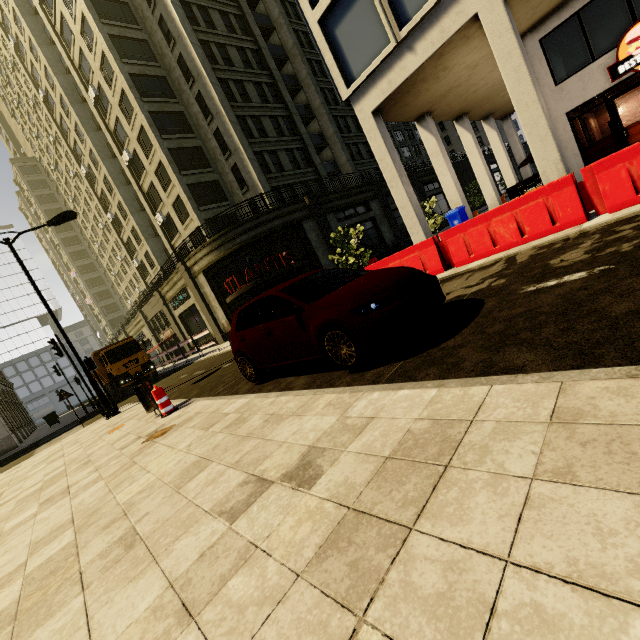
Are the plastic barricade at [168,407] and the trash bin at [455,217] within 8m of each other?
no

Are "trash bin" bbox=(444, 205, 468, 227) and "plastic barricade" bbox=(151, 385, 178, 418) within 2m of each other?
no

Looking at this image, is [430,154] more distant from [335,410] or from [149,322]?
[149,322]

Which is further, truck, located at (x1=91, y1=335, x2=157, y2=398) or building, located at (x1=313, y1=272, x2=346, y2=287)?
building, located at (x1=313, y1=272, x2=346, y2=287)

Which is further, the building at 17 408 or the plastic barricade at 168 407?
the building at 17 408

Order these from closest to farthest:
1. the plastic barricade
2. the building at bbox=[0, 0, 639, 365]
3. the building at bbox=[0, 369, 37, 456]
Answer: the plastic barricade, the building at bbox=[0, 0, 639, 365], the building at bbox=[0, 369, 37, 456]

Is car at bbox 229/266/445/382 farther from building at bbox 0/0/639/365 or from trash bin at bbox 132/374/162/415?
building at bbox 0/0/639/365
